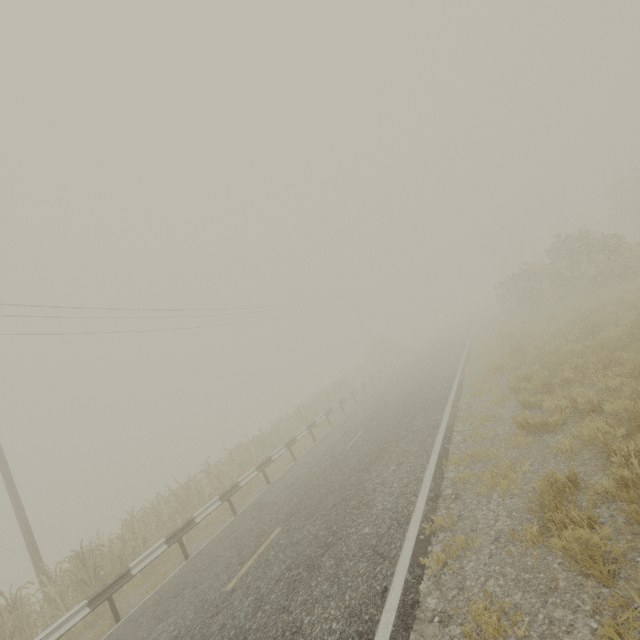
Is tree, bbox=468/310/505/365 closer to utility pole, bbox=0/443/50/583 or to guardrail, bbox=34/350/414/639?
guardrail, bbox=34/350/414/639

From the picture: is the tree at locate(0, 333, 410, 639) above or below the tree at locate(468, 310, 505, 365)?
above

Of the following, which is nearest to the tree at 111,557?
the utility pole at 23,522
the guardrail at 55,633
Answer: the guardrail at 55,633

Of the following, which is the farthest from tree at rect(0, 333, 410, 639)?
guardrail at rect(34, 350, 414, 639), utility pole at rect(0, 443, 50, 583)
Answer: utility pole at rect(0, 443, 50, 583)

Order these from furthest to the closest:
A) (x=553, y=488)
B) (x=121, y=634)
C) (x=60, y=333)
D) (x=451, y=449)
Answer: (x=60, y=333)
(x=451, y=449)
(x=121, y=634)
(x=553, y=488)

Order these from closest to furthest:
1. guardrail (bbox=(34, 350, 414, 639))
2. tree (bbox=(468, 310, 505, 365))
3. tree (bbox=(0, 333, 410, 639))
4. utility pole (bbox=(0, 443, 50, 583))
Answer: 1. guardrail (bbox=(34, 350, 414, 639))
2. tree (bbox=(0, 333, 410, 639))
3. utility pole (bbox=(0, 443, 50, 583))
4. tree (bbox=(468, 310, 505, 365))
